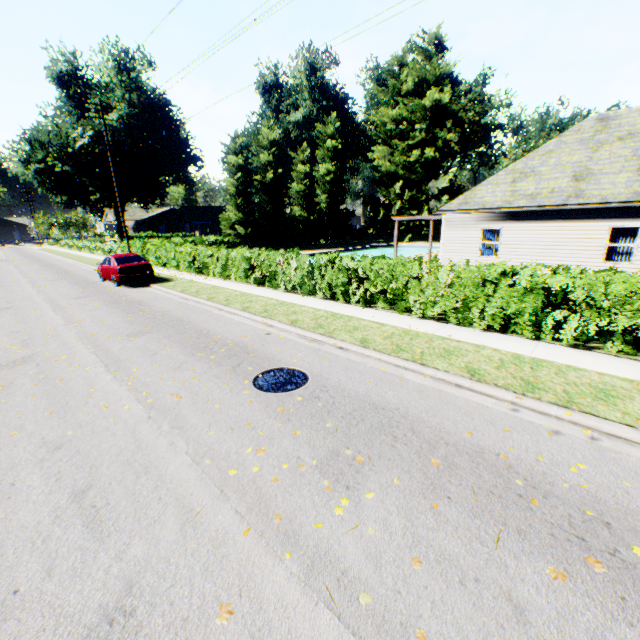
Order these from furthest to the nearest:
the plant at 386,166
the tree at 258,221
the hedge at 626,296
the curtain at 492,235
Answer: the plant at 386,166, the tree at 258,221, the curtain at 492,235, the hedge at 626,296

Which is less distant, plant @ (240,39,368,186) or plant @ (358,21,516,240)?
plant @ (358,21,516,240)

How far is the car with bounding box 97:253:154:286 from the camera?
16.8 meters

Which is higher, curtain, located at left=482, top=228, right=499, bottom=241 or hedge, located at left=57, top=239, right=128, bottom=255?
curtain, located at left=482, top=228, right=499, bottom=241

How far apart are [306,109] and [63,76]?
28.09m

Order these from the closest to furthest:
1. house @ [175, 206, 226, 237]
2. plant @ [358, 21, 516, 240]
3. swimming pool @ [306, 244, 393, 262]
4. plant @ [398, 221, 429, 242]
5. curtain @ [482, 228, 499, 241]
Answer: curtain @ [482, 228, 499, 241] → swimming pool @ [306, 244, 393, 262] → plant @ [358, 21, 516, 240] → plant @ [398, 221, 429, 242] → house @ [175, 206, 226, 237]

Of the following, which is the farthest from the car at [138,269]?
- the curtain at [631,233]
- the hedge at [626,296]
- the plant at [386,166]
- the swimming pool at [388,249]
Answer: the plant at [386,166]

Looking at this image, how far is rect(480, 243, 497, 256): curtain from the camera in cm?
1667
